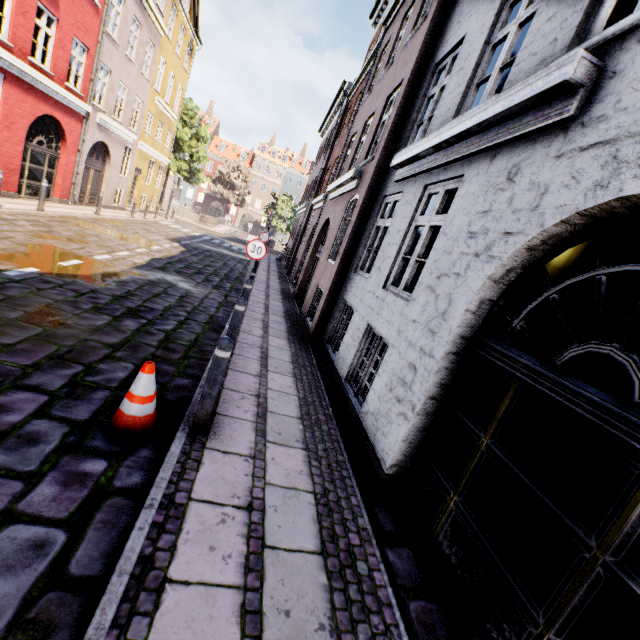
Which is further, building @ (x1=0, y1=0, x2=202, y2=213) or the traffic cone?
building @ (x1=0, y1=0, x2=202, y2=213)

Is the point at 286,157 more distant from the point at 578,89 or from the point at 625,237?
the point at 578,89

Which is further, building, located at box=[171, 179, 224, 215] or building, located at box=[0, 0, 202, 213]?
building, located at box=[171, 179, 224, 215]

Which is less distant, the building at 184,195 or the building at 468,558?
the building at 468,558

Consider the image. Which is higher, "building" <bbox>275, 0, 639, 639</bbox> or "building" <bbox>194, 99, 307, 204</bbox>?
"building" <bbox>194, 99, 307, 204</bbox>

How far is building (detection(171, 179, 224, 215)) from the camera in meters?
58.1

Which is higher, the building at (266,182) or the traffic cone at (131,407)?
the building at (266,182)

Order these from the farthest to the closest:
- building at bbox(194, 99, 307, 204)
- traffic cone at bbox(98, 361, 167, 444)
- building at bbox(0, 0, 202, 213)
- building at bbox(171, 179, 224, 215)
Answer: building at bbox(171, 179, 224, 215)
building at bbox(194, 99, 307, 204)
building at bbox(0, 0, 202, 213)
traffic cone at bbox(98, 361, 167, 444)
